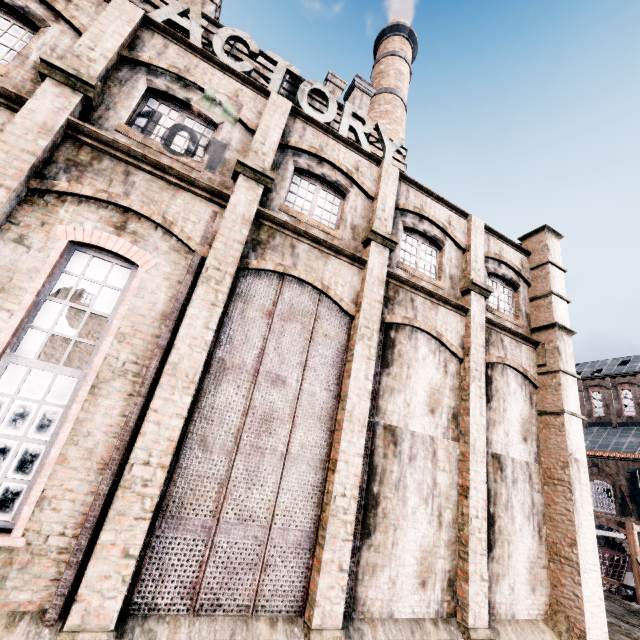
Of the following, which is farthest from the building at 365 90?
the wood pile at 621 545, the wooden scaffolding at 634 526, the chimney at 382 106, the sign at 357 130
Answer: the wooden scaffolding at 634 526

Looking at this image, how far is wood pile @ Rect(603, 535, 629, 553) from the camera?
32.2m

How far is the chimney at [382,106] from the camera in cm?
2564

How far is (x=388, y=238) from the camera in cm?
1058

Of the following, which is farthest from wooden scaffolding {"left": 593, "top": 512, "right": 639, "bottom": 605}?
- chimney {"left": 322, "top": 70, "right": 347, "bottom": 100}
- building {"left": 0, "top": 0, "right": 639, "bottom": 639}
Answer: chimney {"left": 322, "top": 70, "right": 347, "bottom": 100}

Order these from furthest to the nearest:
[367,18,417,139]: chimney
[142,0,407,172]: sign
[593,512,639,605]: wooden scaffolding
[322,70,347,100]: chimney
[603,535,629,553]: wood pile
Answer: [603,535,629,553]: wood pile
[367,18,417,139]: chimney
[322,70,347,100]: chimney
[593,512,639,605]: wooden scaffolding
[142,0,407,172]: sign

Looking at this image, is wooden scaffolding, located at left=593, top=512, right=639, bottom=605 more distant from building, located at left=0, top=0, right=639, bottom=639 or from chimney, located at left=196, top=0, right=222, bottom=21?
chimney, located at left=196, top=0, right=222, bottom=21

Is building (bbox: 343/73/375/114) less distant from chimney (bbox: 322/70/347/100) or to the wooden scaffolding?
chimney (bbox: 322/70/347/100)
